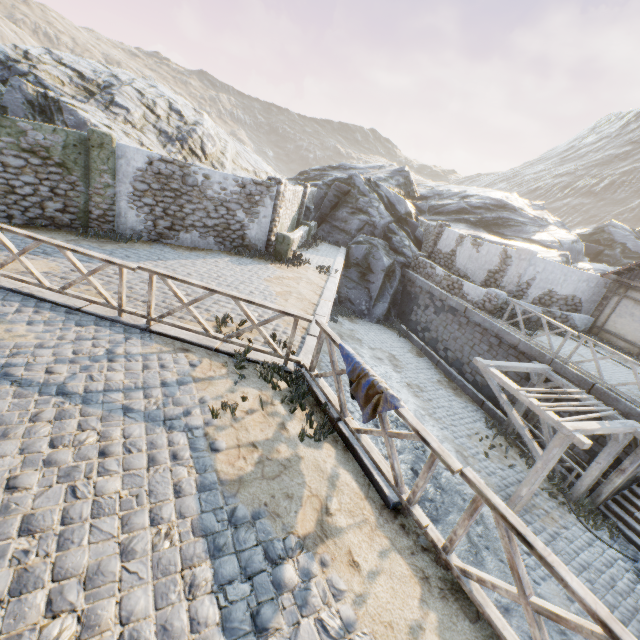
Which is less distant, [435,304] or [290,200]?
[290,200]

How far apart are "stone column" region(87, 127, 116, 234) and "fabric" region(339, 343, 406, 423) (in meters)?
9.87

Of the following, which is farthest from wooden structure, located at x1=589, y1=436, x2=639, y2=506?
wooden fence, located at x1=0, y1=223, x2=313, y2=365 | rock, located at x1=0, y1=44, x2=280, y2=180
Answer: rock, located at x1=0, y1=44, x2=280, y2=180

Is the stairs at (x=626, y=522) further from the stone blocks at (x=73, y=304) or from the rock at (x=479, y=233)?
the rock at (x=479, y=233)

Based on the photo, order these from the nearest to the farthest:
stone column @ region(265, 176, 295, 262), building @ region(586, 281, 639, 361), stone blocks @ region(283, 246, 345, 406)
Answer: stone blocks @ region(283, 246, 345, 406) < stone column @ region(265, 176, 295, 262) < building @ region(586, 281, 639, 361)

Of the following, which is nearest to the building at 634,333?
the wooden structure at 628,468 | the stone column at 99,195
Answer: the wooden structure at 628,468

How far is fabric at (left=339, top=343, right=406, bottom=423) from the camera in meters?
4.3 m

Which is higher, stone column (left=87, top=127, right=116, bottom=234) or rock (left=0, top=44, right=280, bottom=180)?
rock (left=0, top=44, right=280, bottom=180)
